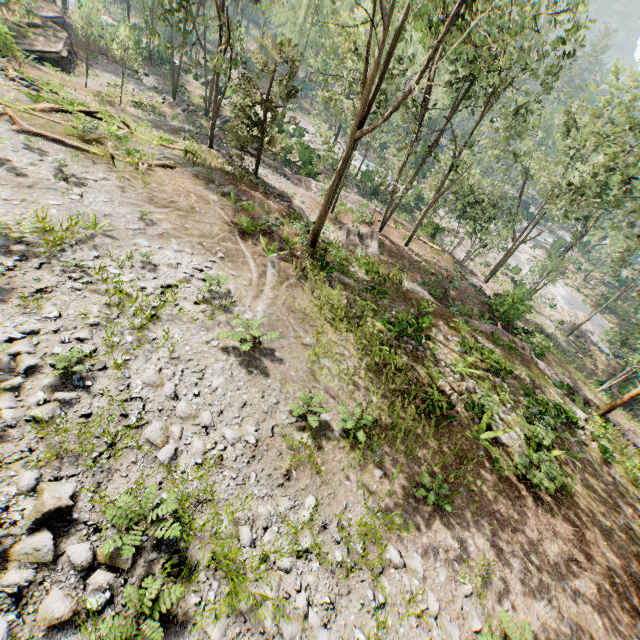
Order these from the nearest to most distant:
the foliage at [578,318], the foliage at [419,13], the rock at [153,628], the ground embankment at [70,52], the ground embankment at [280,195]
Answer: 1. the rock at [153,628]
2. the foliage at [419,13]
3. the ground embankment at [280,195]
4. the ground embankment at [70,52]
5. the foliage at [578,318]

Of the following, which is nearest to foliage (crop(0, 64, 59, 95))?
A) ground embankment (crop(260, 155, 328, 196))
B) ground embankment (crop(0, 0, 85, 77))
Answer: ground embankment (crop(260, 155, 328, 196))

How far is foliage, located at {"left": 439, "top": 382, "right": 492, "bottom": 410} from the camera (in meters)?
11.38

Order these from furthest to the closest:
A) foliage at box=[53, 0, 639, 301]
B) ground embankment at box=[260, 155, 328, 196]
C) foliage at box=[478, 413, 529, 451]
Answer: ground embankment at box=[260, 155, 328, 196]
foliage at box=[53, 0, 639, 301]
foliage at box=[478, 413, 529, 451]

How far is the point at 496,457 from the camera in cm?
1041

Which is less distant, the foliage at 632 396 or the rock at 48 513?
the rock at 48 513

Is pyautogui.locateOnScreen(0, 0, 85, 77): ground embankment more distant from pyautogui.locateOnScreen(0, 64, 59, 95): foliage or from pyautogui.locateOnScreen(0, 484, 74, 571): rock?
pyautogui.locateOnScreen(0, 484, 74, 571): rock

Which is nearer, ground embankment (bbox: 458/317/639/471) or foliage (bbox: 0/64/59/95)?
ground embankment (bbox: 458/317/639/471)
